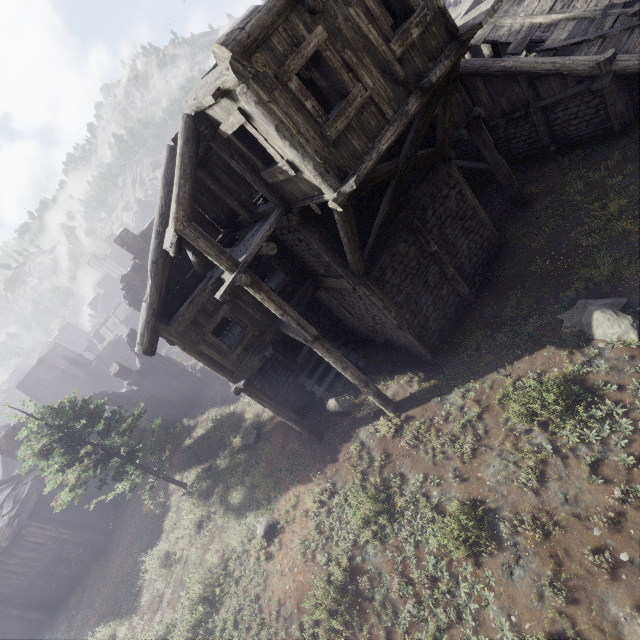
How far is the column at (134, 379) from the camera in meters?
22.5

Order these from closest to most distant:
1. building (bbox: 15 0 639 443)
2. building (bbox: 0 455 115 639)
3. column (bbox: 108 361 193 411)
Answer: building (bbox: 15 0 639 443) → building (bbox: 0 455 115 639) → column (bbox: 108 361 193 411)

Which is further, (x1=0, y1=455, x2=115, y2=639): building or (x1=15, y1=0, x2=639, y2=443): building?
(x1=0, y1=455, x2=115, y2=639): building

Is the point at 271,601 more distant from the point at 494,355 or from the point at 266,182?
the point at 266,182

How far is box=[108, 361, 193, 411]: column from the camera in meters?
22.5 m

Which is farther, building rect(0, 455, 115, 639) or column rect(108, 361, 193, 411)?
column rect(108, 361, 193, 411)

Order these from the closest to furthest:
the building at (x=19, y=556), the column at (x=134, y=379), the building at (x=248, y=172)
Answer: the building at (x=248, y=172)
the building at (x=19, y=556)
the column at (x=134, y=379)
